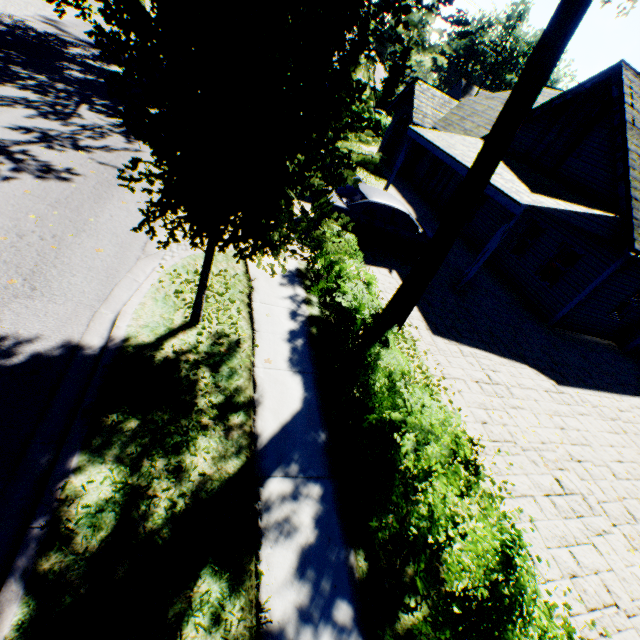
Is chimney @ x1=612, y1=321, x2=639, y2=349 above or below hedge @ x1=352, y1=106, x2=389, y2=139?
below

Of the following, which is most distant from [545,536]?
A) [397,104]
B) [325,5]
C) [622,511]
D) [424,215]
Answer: [397,104]

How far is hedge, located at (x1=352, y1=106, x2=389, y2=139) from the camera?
31.6m

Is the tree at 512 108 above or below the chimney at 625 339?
above

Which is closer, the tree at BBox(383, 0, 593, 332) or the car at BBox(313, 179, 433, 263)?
the tree at BBox(383, 0, 593, 332)

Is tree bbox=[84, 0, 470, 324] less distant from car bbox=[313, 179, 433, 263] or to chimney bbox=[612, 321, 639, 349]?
car bbox=[313, 179, 433, 263]

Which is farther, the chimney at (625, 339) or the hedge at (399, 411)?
the chimney at (625, 339)
